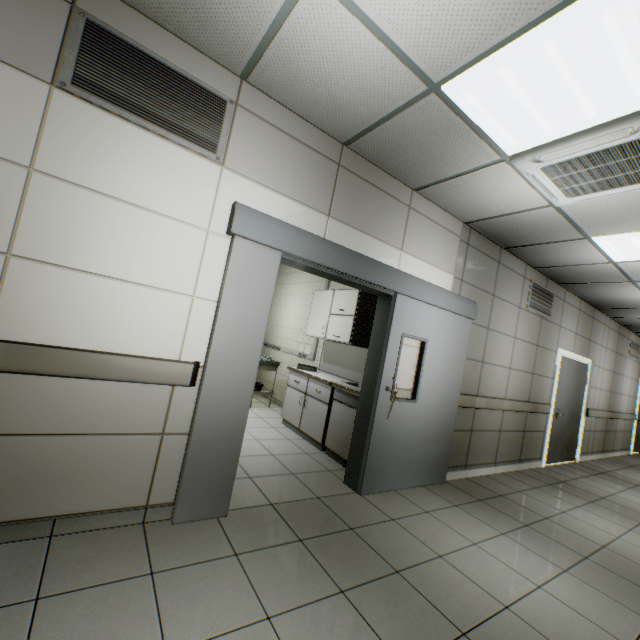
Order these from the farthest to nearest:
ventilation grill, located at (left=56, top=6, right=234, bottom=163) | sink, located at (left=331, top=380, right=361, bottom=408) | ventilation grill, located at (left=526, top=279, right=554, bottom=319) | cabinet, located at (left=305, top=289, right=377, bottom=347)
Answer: ventilation grill, located at (left=526, top=279, right=554, bottom=319) < cabinet, located at (left=305, top=289, right=377, bottom=347) < sink, located at (left=331, top=380, right=361, bottom=408) < ventilation grill, located at (left=56, top=6, right=234, bottom=163)

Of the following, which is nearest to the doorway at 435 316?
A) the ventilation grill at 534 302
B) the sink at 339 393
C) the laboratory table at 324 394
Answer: the sink at 339 393

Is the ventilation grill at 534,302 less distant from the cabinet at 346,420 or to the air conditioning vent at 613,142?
the air conditioning vent at 613,142

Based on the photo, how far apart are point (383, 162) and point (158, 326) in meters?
2.5 m

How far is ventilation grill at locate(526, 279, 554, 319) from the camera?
5.2m

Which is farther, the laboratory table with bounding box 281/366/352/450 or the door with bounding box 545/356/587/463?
the door with bounding box 545/356/587/463

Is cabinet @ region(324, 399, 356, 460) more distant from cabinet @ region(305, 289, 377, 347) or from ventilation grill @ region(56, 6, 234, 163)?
ventilation grill @ region(56, 6, 234, 163)

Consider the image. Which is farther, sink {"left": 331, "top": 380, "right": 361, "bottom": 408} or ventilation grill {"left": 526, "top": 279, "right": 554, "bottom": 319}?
ventilation grill {"left": 526, "top": 279, "right": 554, "bottom": 319}
